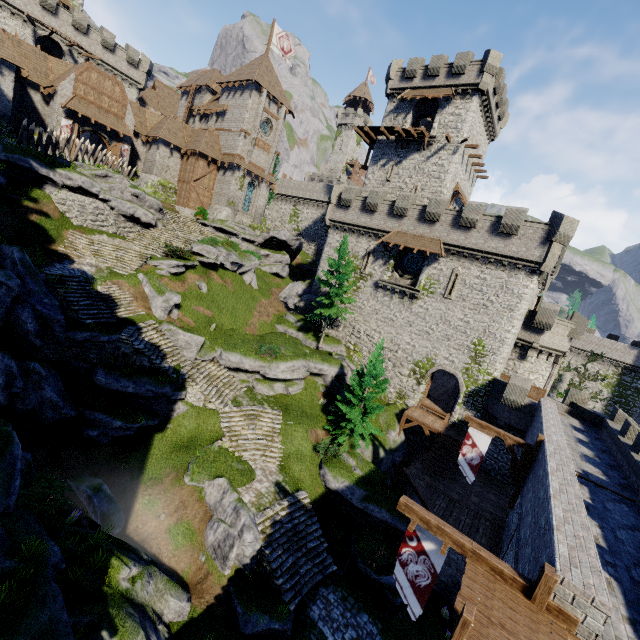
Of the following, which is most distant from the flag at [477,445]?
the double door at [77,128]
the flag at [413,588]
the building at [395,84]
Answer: the double door at [77,128]

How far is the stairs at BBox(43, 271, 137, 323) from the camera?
18.73m

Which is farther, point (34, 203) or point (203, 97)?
point (203, 97)

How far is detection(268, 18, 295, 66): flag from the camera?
39.03m

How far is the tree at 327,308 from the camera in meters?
28.3 m

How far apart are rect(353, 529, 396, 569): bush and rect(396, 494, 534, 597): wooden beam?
11.2 meters

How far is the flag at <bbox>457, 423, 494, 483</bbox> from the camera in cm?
1614

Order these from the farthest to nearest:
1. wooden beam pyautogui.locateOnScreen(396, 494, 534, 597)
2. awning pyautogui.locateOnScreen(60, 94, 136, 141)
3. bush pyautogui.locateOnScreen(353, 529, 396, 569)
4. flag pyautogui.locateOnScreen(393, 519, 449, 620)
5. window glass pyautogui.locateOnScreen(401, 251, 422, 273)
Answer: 1. window glass pyautogui.locateOnScreen(401, 251, 422, 273)
2. awning pyautogui.locateOnScreen(60, 94, 136, 141)
3. bush pyautogui.locateOnScreen(353, 529, 396, 569)
4. flag pyautogui.locateOnScreen(393, 519, 449, 620)
5. wooden beam pyautogui.locateOnScreen(396, 494, 534, 597)
